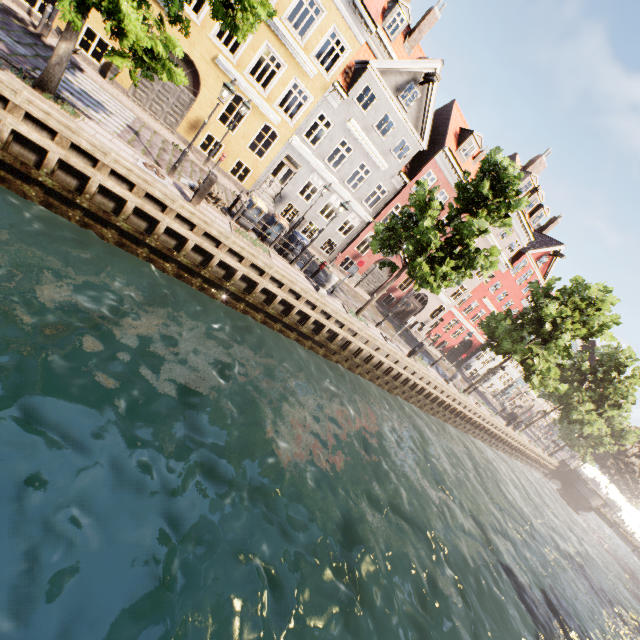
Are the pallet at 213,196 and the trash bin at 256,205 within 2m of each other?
yes

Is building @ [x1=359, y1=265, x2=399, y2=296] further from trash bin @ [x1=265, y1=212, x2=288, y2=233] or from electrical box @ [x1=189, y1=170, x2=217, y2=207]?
electrical box @ [x1=189, y1=170, x2=217, y2=207]

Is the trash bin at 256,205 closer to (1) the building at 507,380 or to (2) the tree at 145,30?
(2) the tree at 145,30

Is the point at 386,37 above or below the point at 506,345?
above

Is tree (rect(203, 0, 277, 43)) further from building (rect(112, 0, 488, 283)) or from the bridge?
building (rect(112, 0, 488, 283))

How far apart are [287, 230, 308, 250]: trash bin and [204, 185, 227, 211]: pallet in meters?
3.2 m

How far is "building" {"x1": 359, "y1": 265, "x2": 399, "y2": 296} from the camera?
26.6m

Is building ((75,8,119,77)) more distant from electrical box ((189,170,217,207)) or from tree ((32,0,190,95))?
electrical box ((189,170,217,207))
